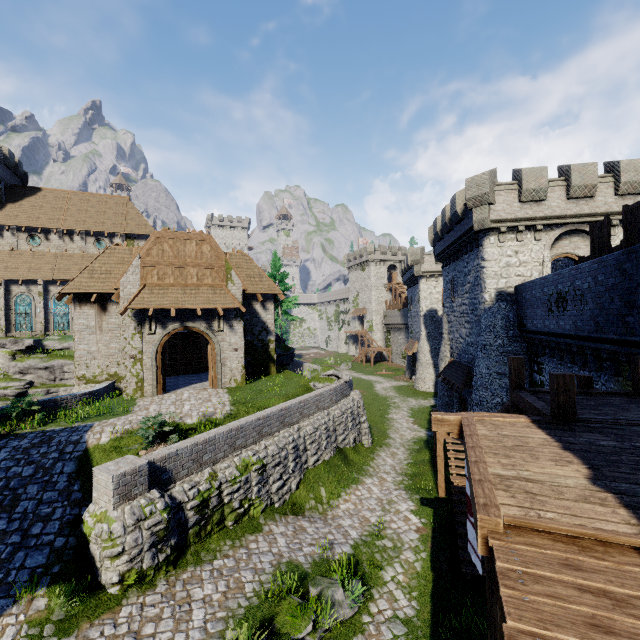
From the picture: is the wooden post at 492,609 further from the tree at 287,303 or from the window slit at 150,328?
the tree at 287,303

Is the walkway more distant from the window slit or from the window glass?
the window glass

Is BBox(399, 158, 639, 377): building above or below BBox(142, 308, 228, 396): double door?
above

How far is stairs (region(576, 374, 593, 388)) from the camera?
9.01m

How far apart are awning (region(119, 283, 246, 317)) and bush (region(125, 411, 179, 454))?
6.4 meters

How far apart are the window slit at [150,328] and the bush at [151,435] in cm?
684

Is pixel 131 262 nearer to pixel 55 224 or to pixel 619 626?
pixel 619 626

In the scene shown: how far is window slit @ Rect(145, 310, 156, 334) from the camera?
17.39m
